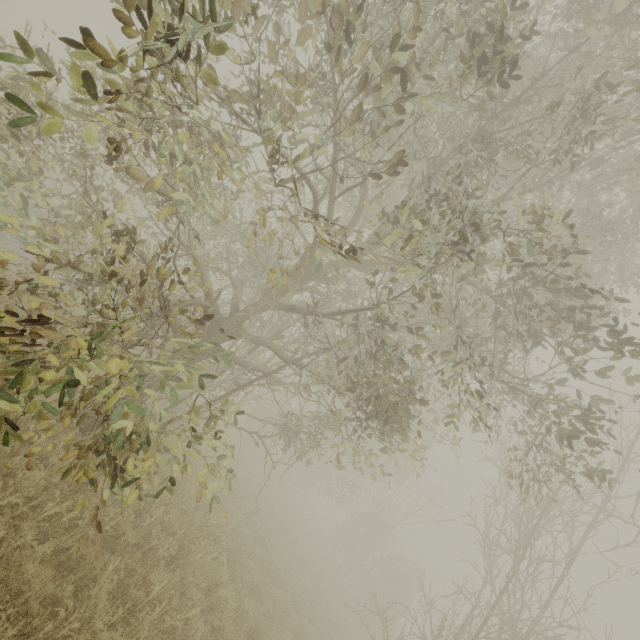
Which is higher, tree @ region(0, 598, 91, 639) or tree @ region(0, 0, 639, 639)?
tree @ region(0, 0, 639, 639)

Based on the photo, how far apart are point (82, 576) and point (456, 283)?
7.29m

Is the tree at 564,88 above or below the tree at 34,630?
above
